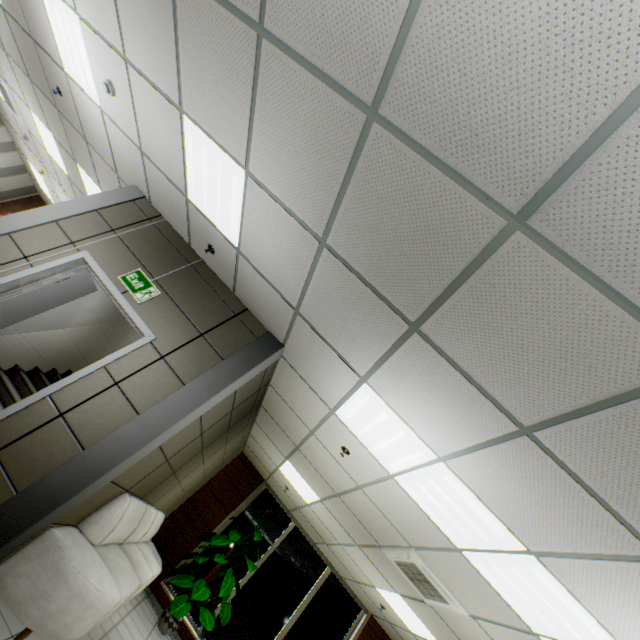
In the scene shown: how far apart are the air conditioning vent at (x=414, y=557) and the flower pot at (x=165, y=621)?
4.56m

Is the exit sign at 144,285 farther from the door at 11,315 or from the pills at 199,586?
the pills at 199,586

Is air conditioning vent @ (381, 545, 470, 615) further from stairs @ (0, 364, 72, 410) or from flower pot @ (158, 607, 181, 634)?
flower pot @ (158, 607, 181, 634)

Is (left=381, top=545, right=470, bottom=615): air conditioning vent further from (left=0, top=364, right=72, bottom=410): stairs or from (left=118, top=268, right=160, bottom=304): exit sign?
(left=118, top=268, right=160, bottom=304): exit sign

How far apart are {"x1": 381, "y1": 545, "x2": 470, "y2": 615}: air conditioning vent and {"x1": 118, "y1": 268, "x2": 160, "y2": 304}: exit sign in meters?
4.7

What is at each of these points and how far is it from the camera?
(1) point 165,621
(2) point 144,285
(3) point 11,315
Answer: (1) flower pot, 6.20m
(2) exit sign, 3.96m
(3) door, 3.78m

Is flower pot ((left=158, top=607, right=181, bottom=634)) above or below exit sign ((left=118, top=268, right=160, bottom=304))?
below

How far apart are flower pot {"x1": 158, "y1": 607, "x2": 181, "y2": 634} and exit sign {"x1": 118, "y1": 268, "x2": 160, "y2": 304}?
6.5m
